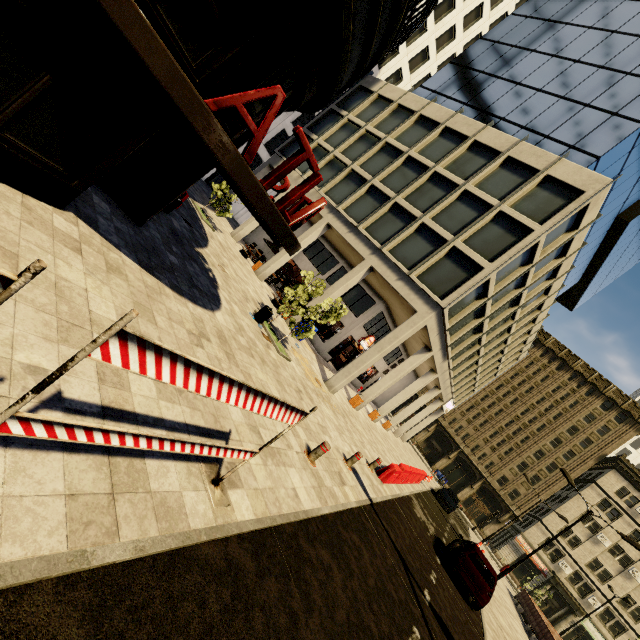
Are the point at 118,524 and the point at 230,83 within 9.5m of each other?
yes

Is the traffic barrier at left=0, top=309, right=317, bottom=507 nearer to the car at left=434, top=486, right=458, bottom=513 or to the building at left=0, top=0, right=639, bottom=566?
the building at left=0, top=0, right=639, bottom=566

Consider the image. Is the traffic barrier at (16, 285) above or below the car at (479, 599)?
above

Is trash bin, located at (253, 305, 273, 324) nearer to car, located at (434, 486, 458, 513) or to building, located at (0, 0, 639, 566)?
building, located at (0, 0, 639, 566)

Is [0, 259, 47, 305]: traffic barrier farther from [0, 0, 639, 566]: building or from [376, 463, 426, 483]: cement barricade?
[0, 0, 639, 566]: building

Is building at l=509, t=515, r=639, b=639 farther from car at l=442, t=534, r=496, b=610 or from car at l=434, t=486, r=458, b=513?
car at l=442, t=534, r=496, b=610

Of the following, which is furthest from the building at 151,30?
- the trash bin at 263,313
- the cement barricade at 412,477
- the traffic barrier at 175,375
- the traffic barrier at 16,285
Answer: the traffic barrier at 16,285

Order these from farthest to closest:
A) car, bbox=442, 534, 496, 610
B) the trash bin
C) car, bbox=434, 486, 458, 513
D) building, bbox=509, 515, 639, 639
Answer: building, bbox=509, 515, 639, 639 < car, bbox=434, 486, 458, 513 < the trash bin < car, bbox=442, 534, 496, 610
